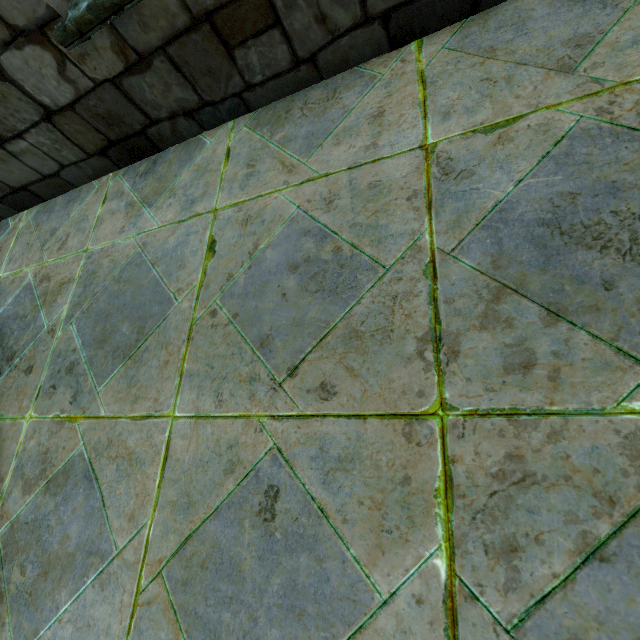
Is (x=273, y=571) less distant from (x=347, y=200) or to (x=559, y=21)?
(x=347, y=200)
